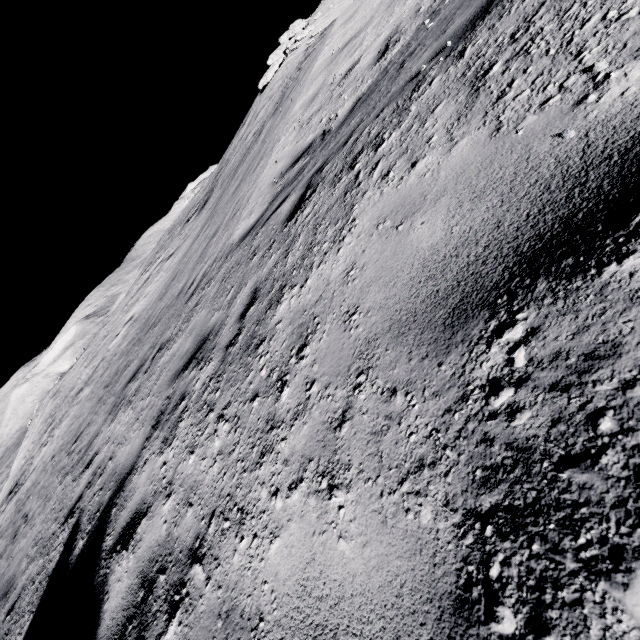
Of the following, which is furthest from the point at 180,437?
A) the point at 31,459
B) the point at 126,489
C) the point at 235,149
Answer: the point at 235,149
